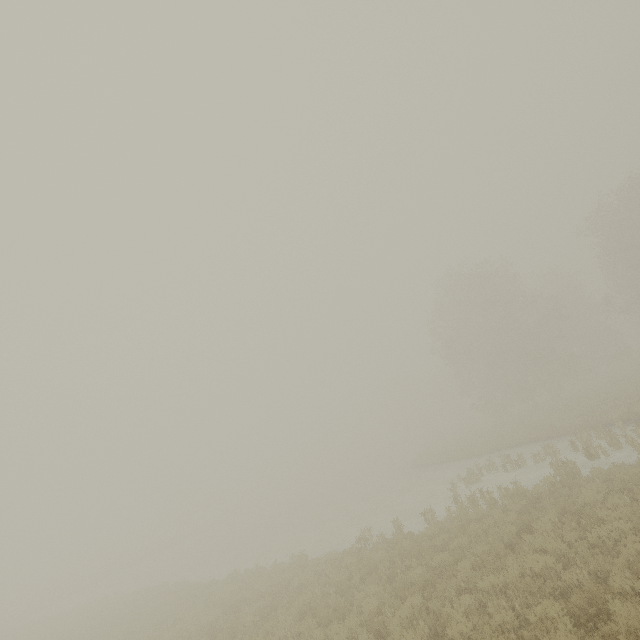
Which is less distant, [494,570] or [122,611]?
[494,570]
